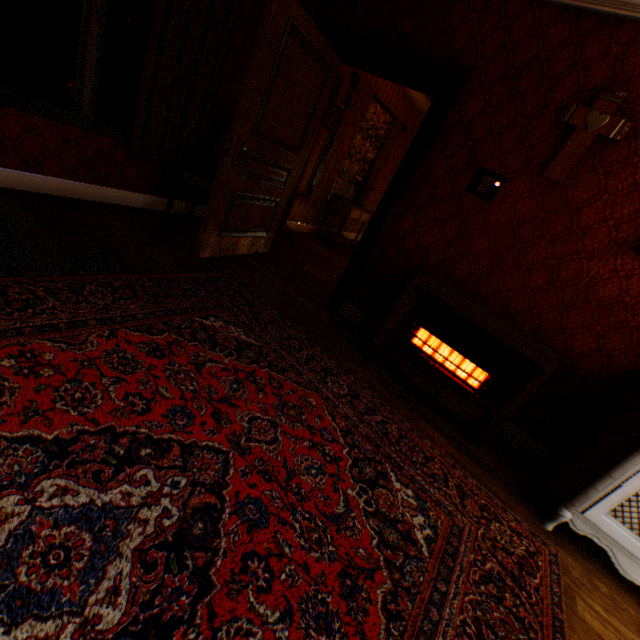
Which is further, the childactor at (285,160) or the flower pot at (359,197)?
the flower pot at (359,197)

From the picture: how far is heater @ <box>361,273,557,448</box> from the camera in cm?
237

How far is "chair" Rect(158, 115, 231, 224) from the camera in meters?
3.4

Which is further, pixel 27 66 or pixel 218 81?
pixel 27 66

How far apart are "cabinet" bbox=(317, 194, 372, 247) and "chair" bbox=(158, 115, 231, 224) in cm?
245

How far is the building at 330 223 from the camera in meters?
6.6 m

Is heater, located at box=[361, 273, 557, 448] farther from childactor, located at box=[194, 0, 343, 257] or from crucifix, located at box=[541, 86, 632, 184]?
childactor, located at box=[194, 0, 343, 257]

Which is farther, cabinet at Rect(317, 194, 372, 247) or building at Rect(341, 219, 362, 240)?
building at Rect(341, 219, 362, 240)
